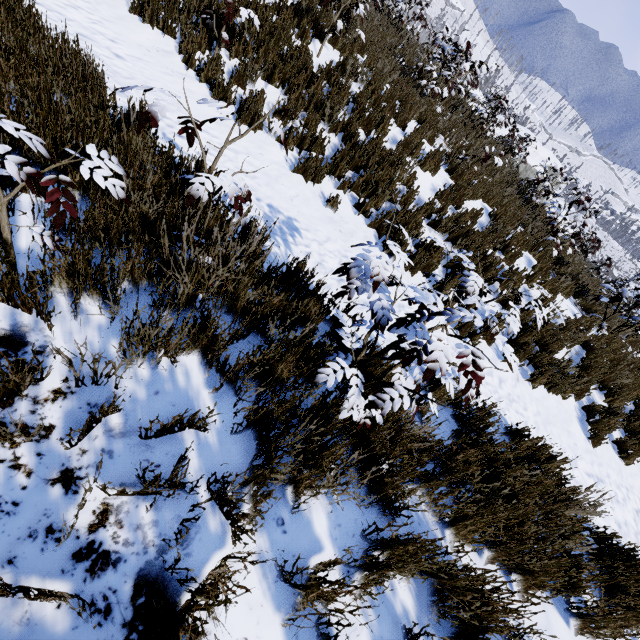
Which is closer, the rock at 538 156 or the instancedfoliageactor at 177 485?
the instancedfoliageactor at 177 485

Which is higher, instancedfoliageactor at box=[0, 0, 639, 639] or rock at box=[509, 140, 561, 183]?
rock at box=[509, 140, 561, 183]

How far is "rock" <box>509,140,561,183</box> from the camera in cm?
1337

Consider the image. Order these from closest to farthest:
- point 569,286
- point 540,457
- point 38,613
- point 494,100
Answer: point 38,613, point 540,457, point 569,286, point 494,100

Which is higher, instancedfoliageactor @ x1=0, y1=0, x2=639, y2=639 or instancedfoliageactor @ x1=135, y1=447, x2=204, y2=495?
instancedfoliageactor @ x1=135, y1=447, x2=204, y2=495

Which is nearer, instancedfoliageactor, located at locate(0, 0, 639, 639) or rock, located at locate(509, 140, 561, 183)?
instancedfoliageactor, located at locate(0, 0, 639, 639)
